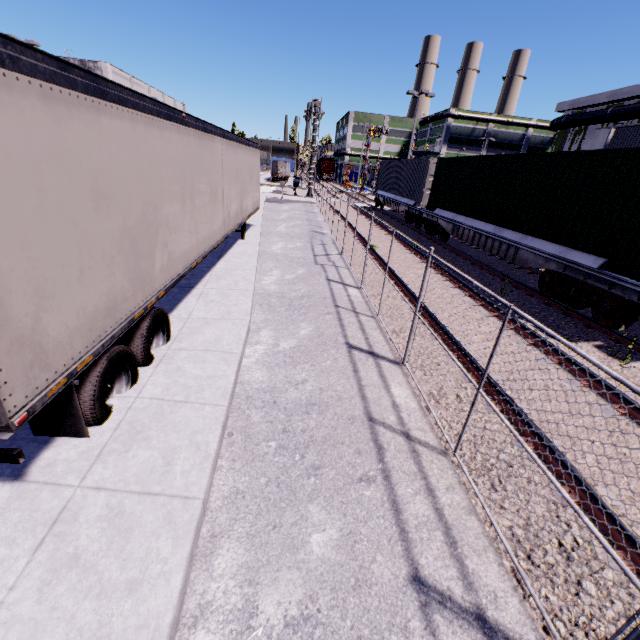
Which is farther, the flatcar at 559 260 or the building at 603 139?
the building at 603 139

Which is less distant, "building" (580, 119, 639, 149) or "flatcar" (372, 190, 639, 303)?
"flatcar" (372, 190, 639, 303)

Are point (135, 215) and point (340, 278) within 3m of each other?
no

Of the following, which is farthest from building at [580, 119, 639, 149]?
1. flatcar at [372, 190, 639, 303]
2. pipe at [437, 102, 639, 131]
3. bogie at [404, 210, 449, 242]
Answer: bogie at [404, 210, 449, 242]

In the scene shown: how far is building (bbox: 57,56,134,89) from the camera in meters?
50.8

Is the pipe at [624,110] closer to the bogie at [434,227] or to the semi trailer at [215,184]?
the semi trailer at [215,184]

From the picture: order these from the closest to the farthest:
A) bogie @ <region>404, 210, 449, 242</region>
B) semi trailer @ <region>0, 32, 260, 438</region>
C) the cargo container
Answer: semi trailer @ <region>0, 32, 260, 438</region>
the cargo container
bogie @ <region>404, 210, 449, 242</region>

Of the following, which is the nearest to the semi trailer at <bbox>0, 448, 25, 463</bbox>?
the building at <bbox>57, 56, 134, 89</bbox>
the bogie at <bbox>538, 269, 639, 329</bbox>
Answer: the building at <bbox>57, 56, 134, 89</bbox>
